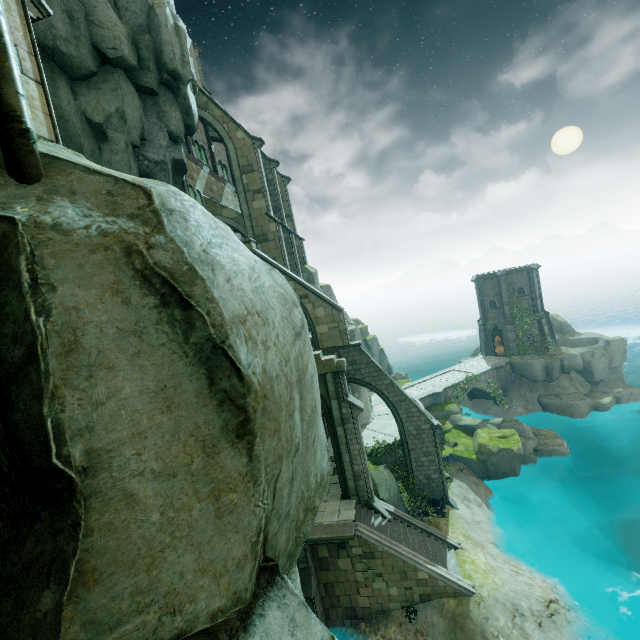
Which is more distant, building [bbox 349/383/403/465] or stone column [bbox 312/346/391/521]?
building [bbox 349/383/403/465]

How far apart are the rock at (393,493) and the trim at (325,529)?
3.57m

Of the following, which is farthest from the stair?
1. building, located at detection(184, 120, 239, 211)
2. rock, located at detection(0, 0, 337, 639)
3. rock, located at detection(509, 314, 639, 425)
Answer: rock, located at detection(509, 314, 639, 425)

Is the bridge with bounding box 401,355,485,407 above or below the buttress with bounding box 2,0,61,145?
below

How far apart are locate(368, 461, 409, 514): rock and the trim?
3.6 meters

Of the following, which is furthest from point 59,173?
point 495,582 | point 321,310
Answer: point 495,582

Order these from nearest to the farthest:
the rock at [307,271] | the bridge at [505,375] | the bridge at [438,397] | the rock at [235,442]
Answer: the rock at [235,442], the bridge at [438,397], the rock at [307,271], the bridge at [505,375]

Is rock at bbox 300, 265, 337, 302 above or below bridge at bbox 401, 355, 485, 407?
above
